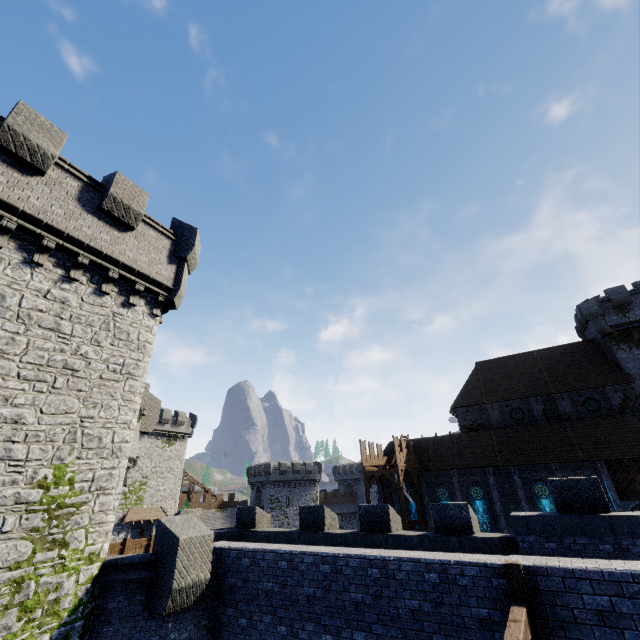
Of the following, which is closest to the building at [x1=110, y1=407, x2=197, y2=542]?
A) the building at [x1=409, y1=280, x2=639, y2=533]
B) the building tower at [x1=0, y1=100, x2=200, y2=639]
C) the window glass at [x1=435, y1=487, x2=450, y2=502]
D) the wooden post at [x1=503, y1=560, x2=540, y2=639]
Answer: the building tower at [x1=0, y1=100, x2=200, y2=639]

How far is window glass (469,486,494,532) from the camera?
27.39m

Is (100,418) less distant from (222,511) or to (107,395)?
(107,395)

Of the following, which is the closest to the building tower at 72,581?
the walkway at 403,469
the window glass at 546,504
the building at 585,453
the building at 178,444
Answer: the building at 178,444

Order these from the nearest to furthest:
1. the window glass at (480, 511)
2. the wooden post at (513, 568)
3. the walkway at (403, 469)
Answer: the wooden post at (513, 568), the walkway at (403, 469), the window glass at (480, 511)

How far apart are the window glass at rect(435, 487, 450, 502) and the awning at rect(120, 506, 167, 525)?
33.76m

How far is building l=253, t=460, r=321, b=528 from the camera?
54.2m

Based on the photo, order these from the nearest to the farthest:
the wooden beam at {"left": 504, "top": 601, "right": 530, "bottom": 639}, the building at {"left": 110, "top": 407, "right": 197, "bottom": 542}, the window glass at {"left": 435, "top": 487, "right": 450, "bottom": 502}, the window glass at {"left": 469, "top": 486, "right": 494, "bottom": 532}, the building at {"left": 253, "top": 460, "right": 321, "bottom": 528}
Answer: the wooden beam at {"left": 504, "top": 601, "right": 530, "bottom": 639}
the window glass at {"left": 469, "top": 486, "right": 494, "bottom": 532}
the window glass at {"left": 435, "top": 487, "right": 450, "bottom": 502}
the building at {"left": 110, "top": 407, "right": 197, "bottom": 542}
the building at {"left": 253, "top": 460, "right": 321, "bottom": 528}
